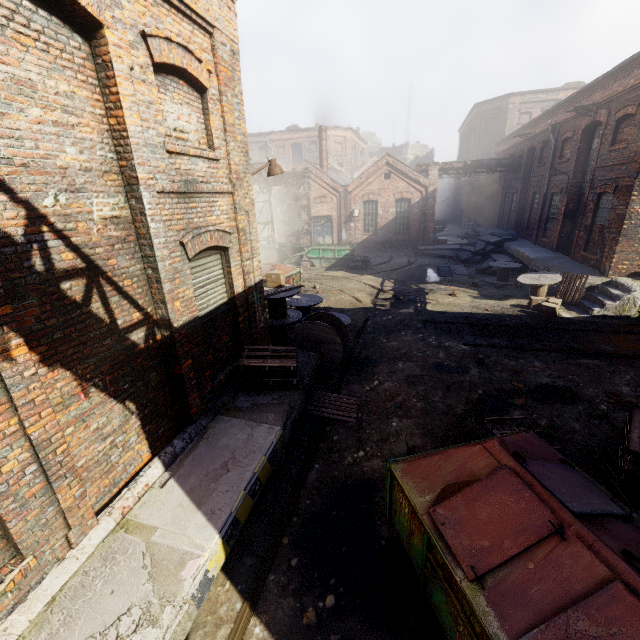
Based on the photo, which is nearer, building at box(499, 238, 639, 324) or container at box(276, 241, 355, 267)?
building at box(499, 238, 639, 324)

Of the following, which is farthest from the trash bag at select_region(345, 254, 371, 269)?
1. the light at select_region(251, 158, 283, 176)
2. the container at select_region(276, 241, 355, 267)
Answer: the light at select_region(251, 158, 283, 176)

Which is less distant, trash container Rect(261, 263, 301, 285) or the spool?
the spool

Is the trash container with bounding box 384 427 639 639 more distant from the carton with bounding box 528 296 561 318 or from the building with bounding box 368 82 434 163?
the building with bounding box 368 82 434 163

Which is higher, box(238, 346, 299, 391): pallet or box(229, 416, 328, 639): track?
box(238, 346, 299, 391): pallet

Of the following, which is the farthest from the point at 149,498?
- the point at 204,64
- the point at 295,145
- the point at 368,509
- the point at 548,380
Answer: the point at 295,145

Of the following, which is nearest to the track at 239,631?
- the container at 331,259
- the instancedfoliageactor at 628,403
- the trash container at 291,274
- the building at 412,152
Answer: the instancedfoliageactor at 628,403

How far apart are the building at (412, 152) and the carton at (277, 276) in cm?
5134
